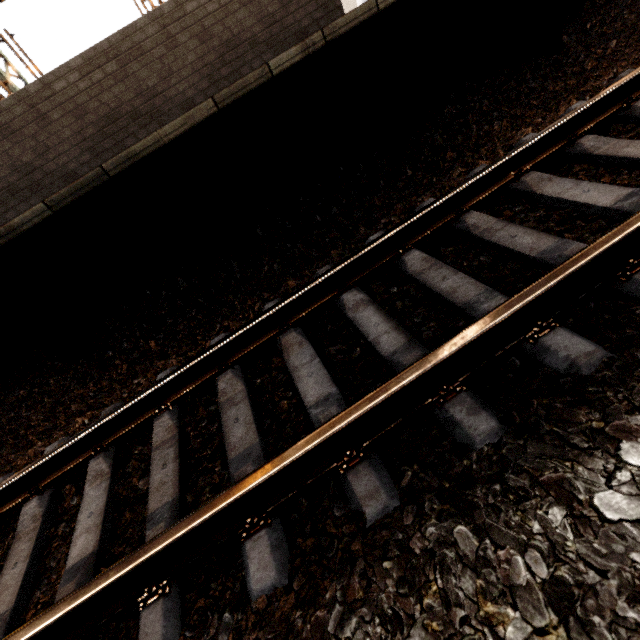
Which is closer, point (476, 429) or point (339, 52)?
point (476, 429)

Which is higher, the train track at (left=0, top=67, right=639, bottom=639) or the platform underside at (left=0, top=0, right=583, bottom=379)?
the platform underside at (left=0, top=0, right=583, bottom=379)

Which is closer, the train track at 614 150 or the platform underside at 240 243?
the train track at 614 150

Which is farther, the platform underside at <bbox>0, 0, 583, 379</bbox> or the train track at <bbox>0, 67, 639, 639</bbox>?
the platform underside at <bbox>0, 0, 583, 379</bbox>

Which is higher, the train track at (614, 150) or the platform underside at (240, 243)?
the platform underside at (240, 243)
